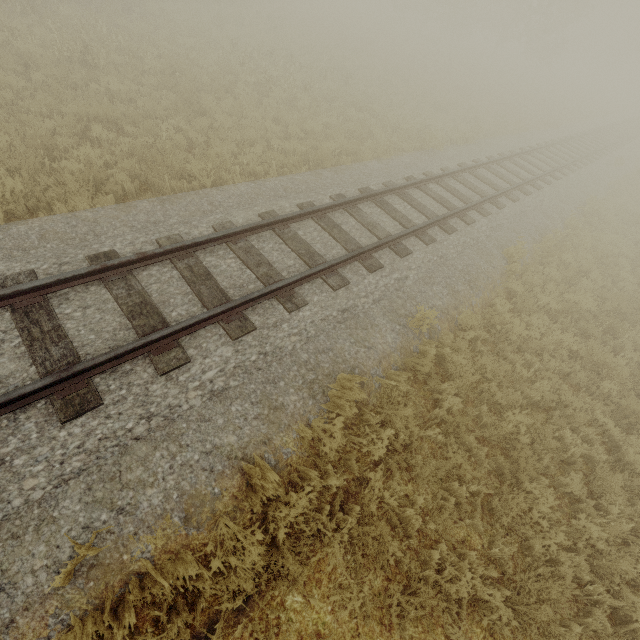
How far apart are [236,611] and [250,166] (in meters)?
9.07
